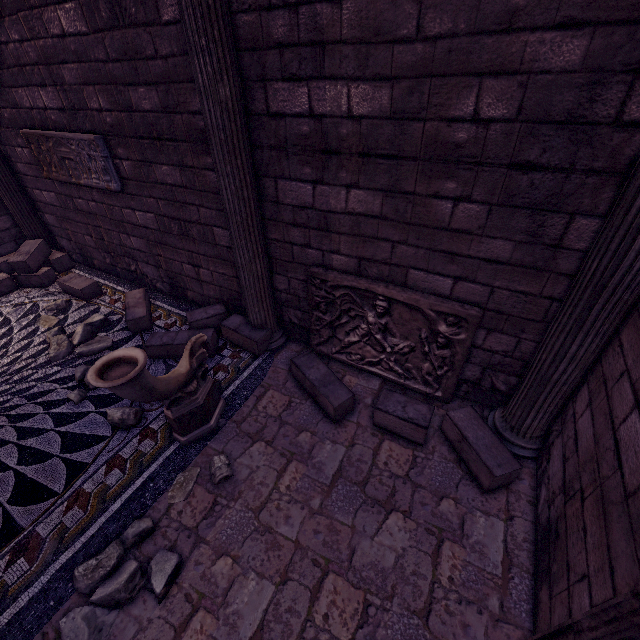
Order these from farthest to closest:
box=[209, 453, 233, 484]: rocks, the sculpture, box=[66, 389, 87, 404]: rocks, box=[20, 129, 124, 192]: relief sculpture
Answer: box=[20, 129, 124, 192]: relief sculpture, box=[66, 389, 87, 404]: rocks, box=[209, 453, 233, 484]: rocks, the sculpture

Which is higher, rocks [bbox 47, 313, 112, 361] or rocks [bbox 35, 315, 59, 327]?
rocks [bbox 47, 313, 112, 361]

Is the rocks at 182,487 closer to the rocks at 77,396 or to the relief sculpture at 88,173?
the rocks at 77,396

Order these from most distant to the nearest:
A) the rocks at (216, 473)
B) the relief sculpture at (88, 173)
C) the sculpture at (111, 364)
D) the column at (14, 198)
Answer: the column at (14, 198) → the relief sculpture at (88, 173) → the rocks at (216, 473) → the sculpture at (111, 364)

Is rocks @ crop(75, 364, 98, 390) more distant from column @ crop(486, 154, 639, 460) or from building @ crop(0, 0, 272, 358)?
column @ crop(486, 154, 639, 460)

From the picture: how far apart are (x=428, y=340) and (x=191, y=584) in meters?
2.9 m

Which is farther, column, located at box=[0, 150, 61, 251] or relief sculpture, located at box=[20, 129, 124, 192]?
column, located at box=[0, 150, 61, 251]

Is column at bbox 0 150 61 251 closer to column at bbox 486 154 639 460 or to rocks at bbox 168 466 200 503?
rocks at bbox 168 466 200 503
